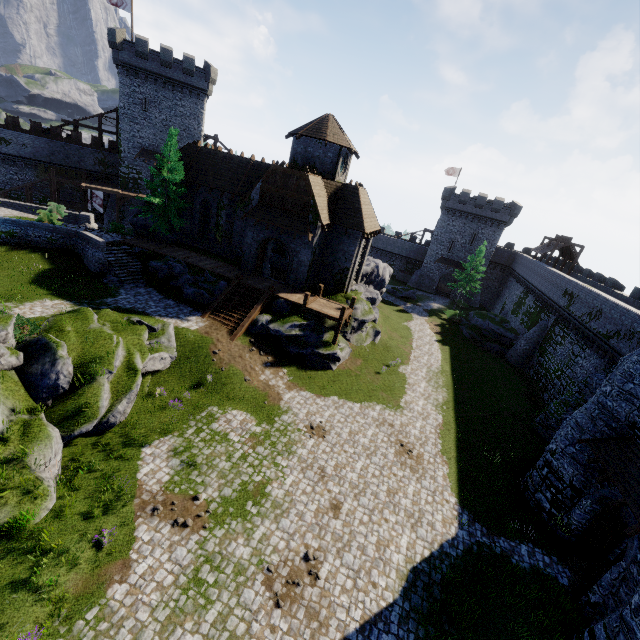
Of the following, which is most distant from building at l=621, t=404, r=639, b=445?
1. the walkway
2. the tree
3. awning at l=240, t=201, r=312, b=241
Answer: the tree

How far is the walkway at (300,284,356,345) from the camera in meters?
23.9

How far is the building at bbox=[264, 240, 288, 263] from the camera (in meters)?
30.48

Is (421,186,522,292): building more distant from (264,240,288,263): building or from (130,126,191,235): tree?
(130,126,191,235): tree

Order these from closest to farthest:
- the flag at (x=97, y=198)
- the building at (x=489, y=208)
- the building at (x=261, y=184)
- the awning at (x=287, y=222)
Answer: the awning at (x=287, y=222) → the building at (x=261, y=184) → the flag at (x=97, y=198) → the building at (x=489, y=208)

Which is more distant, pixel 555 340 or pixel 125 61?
pixel 125 61

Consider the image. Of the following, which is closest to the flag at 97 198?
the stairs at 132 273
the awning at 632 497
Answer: the stairs at 132 273

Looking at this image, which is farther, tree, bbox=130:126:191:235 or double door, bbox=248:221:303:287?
tree, bbox=130:126:191:235
